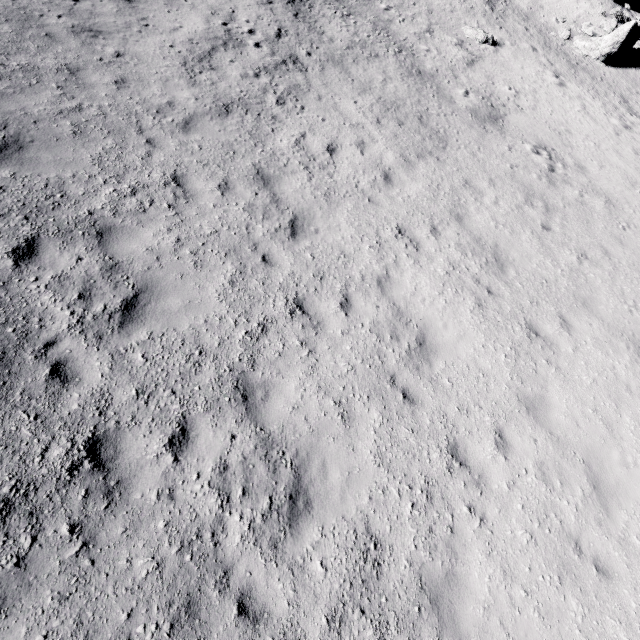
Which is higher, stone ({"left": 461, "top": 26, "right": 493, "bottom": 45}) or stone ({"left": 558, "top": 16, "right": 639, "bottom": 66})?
stone ({"left": 558, "top": 16, "right": 639, "bottom": 66})

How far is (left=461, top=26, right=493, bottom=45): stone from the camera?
19.6m

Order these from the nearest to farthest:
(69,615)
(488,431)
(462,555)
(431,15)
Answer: (69,615), (462,555), (488,431), (431,15)

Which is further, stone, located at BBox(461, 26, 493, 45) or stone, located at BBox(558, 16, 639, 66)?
stone, located at BBox(558, 16, 639, 66)

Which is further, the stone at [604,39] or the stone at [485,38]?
the stone at [604,39]

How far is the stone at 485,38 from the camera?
19.6m
